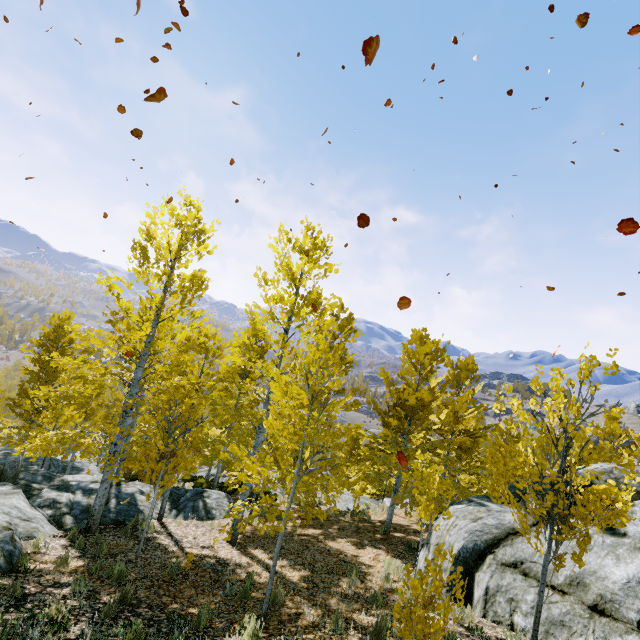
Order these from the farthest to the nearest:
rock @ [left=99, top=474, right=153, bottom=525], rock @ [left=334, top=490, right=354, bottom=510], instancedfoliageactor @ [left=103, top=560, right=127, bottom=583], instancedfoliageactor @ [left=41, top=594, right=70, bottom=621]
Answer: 1. rock @ [left=334, top=490, right=354, bottom=510]
2. rock @ [left=99, top=474, right=153, bottom=525]
3. instancedfoliageactor @ [left=103, top=560, right=127, bottom=583]
4. instancedfoliageactor @ [left=41, top=594, right=70, bottom=621]

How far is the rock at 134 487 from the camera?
11.46m

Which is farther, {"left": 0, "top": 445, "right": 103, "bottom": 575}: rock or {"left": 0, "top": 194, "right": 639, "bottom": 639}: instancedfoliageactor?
{"left": 0, "top": 445, "right": 103, "bottom": 575}: rock

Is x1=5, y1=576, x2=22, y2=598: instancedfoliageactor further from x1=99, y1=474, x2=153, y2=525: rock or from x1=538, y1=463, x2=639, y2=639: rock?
x1=538, y1=463, x2=639, y2=639: rock

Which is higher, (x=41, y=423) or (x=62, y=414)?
(x=62, y=414)

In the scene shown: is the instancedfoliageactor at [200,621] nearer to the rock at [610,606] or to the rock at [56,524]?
the rock at [56,524]
